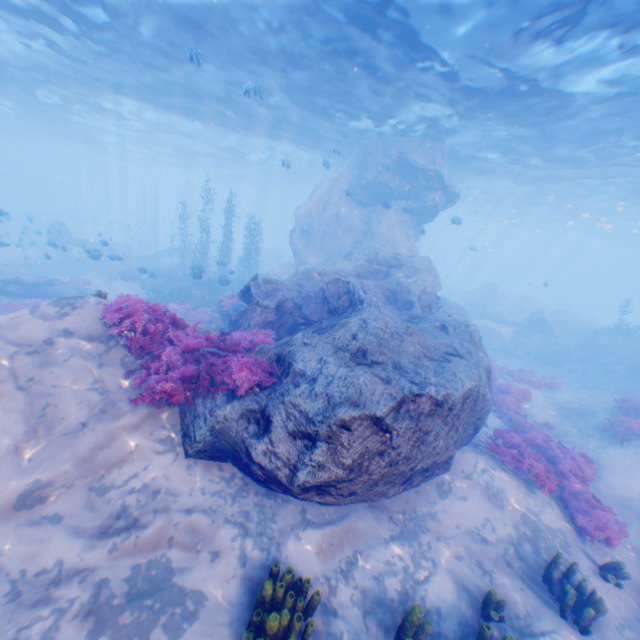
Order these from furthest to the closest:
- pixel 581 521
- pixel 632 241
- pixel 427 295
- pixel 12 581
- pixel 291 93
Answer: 1. pixel 632 241
2. pixel 291 93
3. pixel 427 295
4. pixel 581 521
5. pixel 12 581

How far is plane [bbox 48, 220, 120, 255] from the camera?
15.9m

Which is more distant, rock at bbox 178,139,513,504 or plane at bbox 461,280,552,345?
plane at bbox 461,280,552,345

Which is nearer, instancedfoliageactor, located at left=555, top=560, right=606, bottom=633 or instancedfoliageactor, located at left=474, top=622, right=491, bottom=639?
instancedfoliageactor, located at left=474, top=622, right=491, bottom=639

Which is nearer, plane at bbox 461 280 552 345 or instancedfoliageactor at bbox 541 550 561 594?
instancedfoliageactor at bbox 541 550 561 594

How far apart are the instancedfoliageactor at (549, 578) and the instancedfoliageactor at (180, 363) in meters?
15.0

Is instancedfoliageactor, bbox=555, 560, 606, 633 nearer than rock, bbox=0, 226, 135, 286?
Yes

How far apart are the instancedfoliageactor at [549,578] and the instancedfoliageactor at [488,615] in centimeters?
157cm
